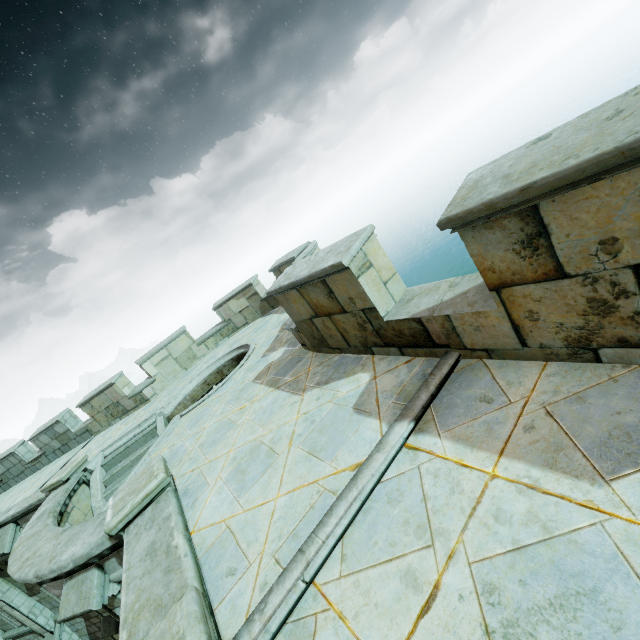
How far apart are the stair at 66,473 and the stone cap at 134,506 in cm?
542

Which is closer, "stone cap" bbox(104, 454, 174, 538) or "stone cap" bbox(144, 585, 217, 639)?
→ "stone cap" bbox(144, 585, 217, 639)

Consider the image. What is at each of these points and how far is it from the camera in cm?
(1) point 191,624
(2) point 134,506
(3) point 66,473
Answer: (1) stone cap, 208
(2) stone cap, 432
(3) stair, 882

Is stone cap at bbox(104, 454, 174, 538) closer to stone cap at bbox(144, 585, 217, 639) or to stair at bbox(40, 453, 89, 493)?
stone cap at bbox(144, 585, 217, 639)

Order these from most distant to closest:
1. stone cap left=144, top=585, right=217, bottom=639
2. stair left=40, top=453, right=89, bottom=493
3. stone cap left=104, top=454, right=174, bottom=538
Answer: stair left=40, top=453, right=89, bottom=493 < stone cap left=104, top=454, right=174, bottom=538 < stone cap left=144, top=585, right=217, bottom=639

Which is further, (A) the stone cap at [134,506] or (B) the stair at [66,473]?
(B) the stair at [66,473]
